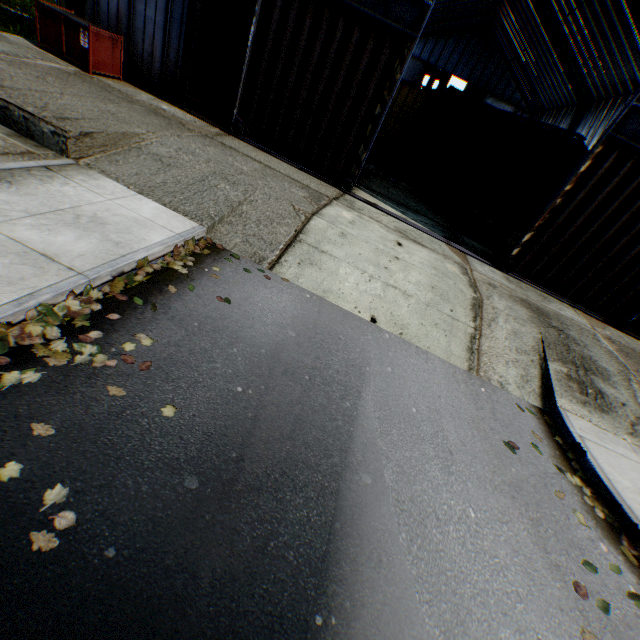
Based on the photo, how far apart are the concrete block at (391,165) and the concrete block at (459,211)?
4.9m

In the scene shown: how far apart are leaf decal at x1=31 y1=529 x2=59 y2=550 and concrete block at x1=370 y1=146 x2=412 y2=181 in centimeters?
2004cm

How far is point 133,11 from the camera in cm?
1022

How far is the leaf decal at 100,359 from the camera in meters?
3.3 m

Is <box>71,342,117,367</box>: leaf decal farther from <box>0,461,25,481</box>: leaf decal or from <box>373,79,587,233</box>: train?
<box>373,79,587,233</box>: train

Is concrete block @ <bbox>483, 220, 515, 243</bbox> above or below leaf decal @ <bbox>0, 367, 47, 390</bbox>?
above

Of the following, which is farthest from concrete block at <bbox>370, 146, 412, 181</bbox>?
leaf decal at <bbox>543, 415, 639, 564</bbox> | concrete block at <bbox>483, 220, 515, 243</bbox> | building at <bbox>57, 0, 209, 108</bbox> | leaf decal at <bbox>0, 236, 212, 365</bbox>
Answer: leaf decal at <bbox>543, 415, 639, 564</bbox>

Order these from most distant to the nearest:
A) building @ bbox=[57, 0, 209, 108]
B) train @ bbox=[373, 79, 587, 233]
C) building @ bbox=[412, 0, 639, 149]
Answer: building @ bbox=[412, 0, 639, 149], train @ bbox=[373, 79, 587, 233], building @ bbox=[57, 0, 209, 108]
